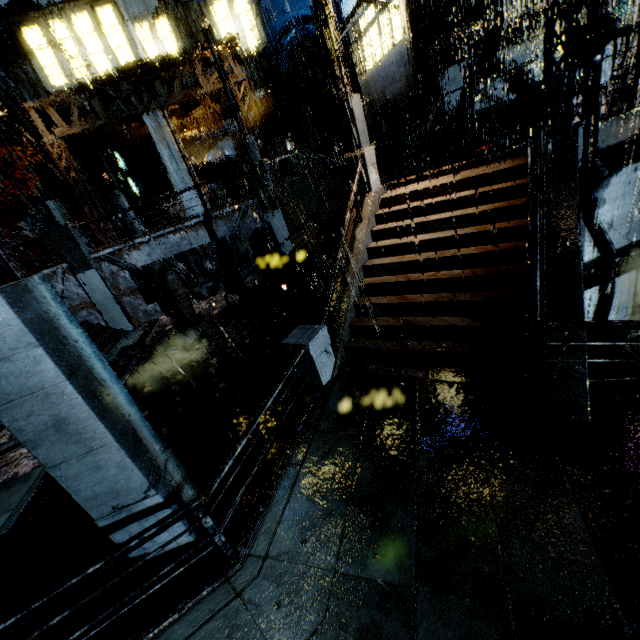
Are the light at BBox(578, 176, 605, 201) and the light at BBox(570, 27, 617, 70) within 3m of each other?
yes

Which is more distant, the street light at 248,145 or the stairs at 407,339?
the street light at 248,145

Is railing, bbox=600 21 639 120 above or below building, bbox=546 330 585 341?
above

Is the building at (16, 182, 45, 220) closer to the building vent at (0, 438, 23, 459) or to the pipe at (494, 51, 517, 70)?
the pipe at (494, 51, 517, 70)

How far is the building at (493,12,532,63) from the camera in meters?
16.9 m

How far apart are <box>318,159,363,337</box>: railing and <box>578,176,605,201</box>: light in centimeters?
560cm

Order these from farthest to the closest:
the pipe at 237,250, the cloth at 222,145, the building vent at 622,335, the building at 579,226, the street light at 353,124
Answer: the cloth at 222,145 < the pipe at 237,250 < the street light at 353,124 < the building vent at 622,335 < the building at 579,226

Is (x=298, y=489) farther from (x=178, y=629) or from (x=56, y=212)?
(x=56, y=212)
